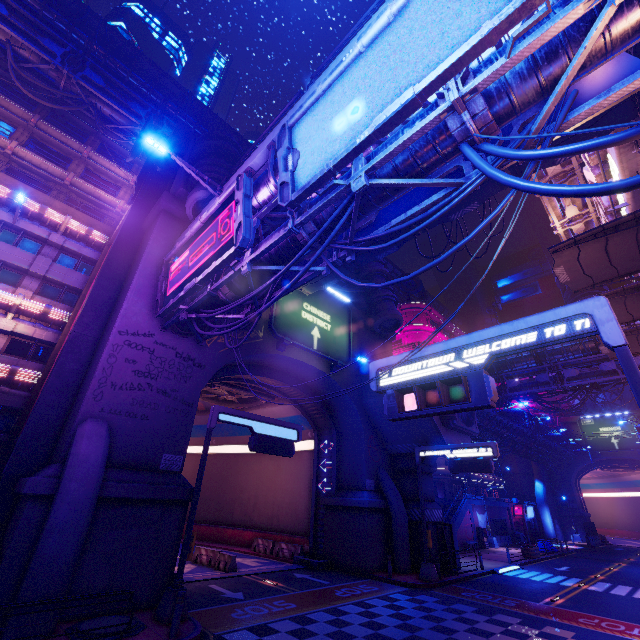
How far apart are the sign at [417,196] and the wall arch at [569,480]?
63.8 meters

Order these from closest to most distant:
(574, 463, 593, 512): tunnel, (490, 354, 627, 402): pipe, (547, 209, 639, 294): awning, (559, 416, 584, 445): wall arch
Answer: (547, 209, 639, 294): awning < (490, 354, 627, 402): pipe < (574, 463, 593, 512): tunnel < (559, 416, 584, 445): wall arch

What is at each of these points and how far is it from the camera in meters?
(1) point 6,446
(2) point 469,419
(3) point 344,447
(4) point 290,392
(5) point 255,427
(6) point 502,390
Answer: (1) stair, 16.7 m
(2) vent, 24.7 m
(3) wall arch, 24.9 m
(4) tunnel, 25.7 m
(5) sign, 15.4 m
(6) pipe, 33.6 m

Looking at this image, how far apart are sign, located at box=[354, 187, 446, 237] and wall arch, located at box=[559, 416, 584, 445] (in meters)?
63.81

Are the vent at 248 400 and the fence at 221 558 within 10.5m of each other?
yes

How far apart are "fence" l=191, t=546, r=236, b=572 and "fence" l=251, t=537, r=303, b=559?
4.9m

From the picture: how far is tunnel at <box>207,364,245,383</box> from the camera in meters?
20.0 m

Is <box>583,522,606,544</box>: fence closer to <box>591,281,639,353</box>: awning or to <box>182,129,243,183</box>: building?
<box>591,281,639,353</box>: awning
